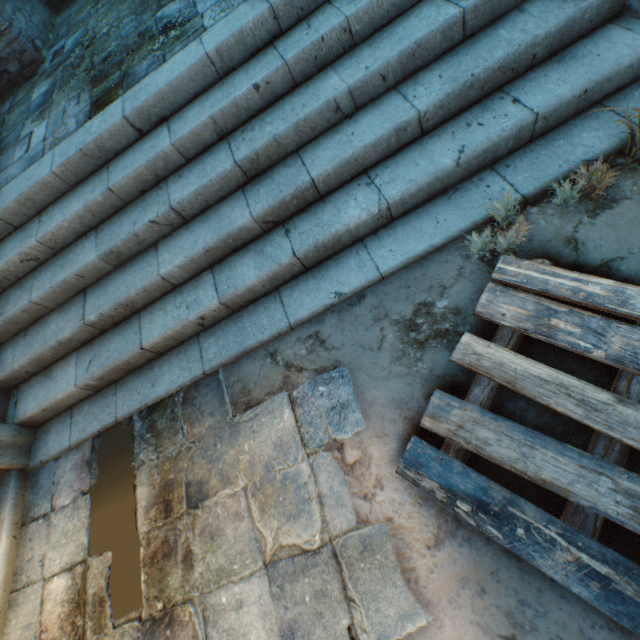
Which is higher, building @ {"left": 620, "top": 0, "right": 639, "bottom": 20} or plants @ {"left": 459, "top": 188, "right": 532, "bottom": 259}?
building @ {"left": 620, "top": 0, "right": 639, "bottom": 20}

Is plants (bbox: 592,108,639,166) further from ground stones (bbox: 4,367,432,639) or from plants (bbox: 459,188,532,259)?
ground stones (bbox: 4,367,432,639)

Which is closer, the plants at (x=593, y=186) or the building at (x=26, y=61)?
the plants at (x=593, y=186)

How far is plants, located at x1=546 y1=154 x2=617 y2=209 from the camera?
1.90m

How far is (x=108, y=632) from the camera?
2.1 meters

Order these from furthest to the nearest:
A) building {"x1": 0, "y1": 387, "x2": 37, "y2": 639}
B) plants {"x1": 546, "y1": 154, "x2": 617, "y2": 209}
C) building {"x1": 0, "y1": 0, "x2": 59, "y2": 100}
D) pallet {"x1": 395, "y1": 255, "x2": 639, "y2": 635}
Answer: building {"x1": 0, "y1": 0, "x2": 59, "y2": 100}, building {"x1": 0, "y1": 387, "x2": 37, "y2": 639}, plants {"x1": 546, "y1": 154, "x2": 617, "y2": 209}, pallet {"x1": 395, "y1": 255, "x2": 639, "y2": 635}

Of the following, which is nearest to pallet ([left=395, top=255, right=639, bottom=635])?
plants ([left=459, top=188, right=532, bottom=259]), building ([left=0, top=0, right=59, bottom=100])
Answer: plants ([left=459, top=188, right=532, bottom=259])

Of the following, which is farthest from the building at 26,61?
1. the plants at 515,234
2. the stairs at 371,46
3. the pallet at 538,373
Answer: the plants at 515,234
